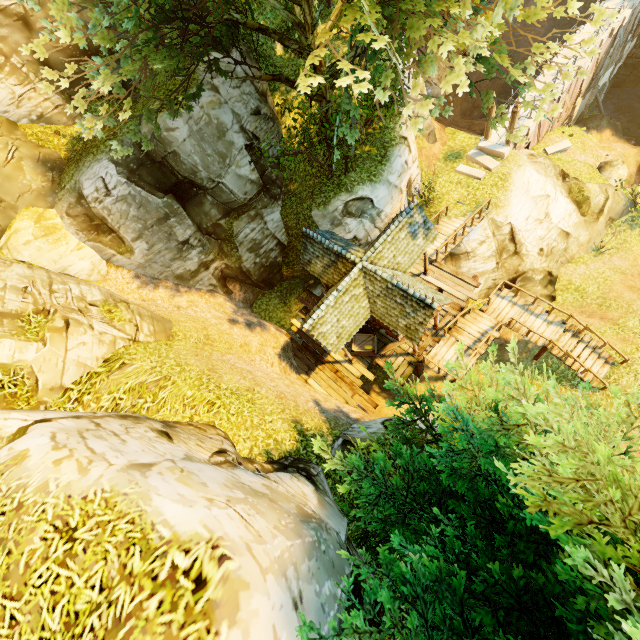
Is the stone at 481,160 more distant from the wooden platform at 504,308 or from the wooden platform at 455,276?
the wooden platform at 504,308

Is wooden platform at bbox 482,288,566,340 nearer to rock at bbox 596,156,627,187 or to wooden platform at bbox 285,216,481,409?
wooden platform at bbox 285,216,481,409

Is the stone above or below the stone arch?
above

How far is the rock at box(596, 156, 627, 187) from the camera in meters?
20.5 m

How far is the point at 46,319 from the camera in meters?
9.1 m

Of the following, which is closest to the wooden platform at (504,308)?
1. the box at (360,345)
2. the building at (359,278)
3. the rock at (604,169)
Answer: the building at (359,278)

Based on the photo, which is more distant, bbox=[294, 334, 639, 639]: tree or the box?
the box

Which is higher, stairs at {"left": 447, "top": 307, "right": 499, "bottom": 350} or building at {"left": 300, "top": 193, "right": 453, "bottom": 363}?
building at {"left": 300, "top": 193, "right": 453, "bottom": 363}
